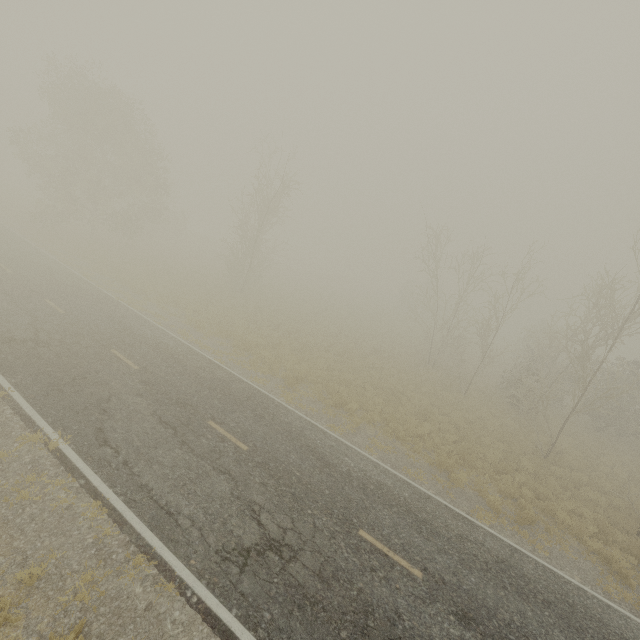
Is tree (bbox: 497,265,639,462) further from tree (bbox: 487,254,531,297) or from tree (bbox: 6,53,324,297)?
tree (bbox: 6,53,324,297)

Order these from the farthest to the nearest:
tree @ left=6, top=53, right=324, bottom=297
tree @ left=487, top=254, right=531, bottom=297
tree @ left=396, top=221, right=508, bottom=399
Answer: tree @ left=6, top=53, right=324, bottom=297
tree @ left=396, top=221, right=508, bottom=399
tree @ left=487, top=254, right=531, bottom=297

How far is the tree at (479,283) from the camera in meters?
22.2 m

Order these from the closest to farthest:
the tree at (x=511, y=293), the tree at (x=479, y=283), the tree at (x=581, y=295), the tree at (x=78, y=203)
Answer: the tree at (x=581, y=295)
the tree at (x=511, y=293)
the tree at (x=479, y=283)
the tree at (x=78, y=203)

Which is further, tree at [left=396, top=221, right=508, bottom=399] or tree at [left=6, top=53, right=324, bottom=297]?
tree at [left=6, top=53, right=324, bottom=297]

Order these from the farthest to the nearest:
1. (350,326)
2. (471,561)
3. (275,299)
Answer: (275,299)
(350,326)
(471,561)
